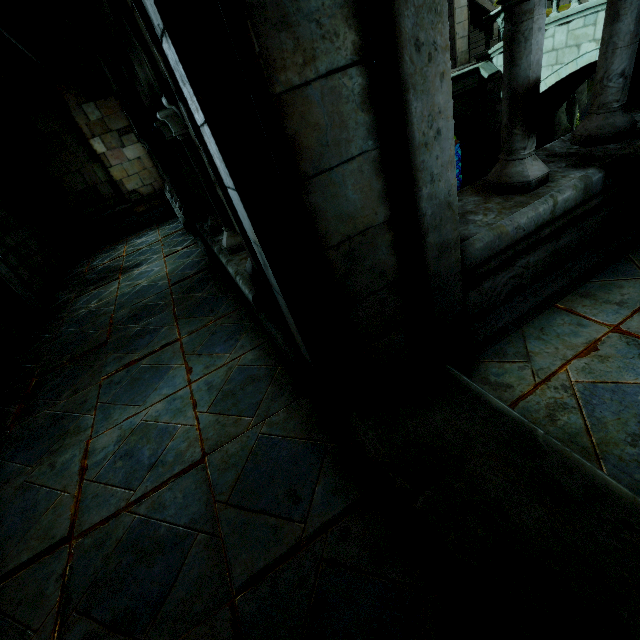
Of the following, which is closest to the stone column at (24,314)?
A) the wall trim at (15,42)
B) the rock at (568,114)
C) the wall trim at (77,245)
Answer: the wall trim at (15,42)

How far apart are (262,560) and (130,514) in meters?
1.1

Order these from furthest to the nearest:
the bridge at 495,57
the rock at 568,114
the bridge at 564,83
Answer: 1. the rock at 568,114
2. the bridge at 495,57
3. the bridge at 564,83

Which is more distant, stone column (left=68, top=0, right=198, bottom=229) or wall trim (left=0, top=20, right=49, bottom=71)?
wall trim (left=0, top=20, right=49, bottom=71)

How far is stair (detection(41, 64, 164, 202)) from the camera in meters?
8.3

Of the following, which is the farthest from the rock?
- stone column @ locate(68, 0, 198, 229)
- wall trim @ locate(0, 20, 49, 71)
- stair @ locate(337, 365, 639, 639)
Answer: stair @ locate(337, 365, 639, 639)

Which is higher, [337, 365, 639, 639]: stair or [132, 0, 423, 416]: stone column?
[132, 0, 423, 416]: stone column

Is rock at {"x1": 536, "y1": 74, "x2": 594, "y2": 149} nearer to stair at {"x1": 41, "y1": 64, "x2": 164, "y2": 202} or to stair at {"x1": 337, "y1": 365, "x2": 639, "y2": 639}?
stair at {"x1": 41, "y1": 64, "x2": 164, "y2": 202}
